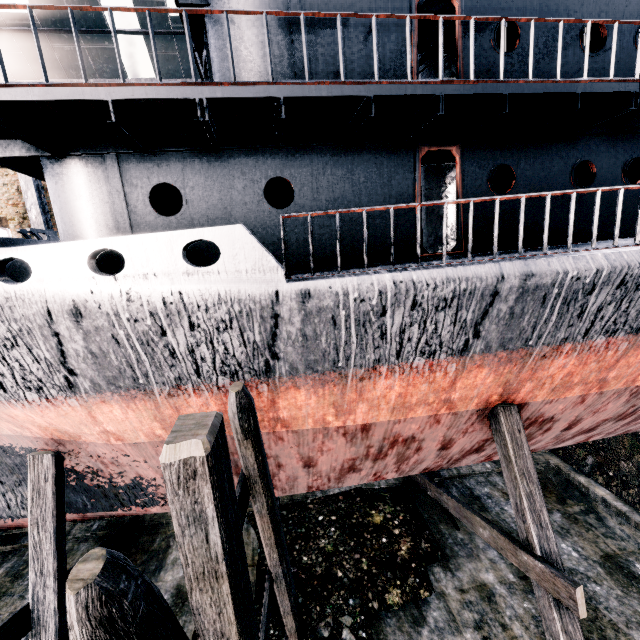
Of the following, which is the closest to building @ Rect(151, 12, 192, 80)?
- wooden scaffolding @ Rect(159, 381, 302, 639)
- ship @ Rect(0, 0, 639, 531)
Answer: wooden scaffolding @ Rect(159, 381, 302, 639)

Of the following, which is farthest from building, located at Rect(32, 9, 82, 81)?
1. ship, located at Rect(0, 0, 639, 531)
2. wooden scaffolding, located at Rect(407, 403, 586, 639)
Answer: wooden scaffolding, located at Rect(407, 403, 586, 639)

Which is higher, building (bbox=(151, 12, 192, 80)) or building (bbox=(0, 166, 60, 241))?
building (bbox=(151, 12, 192, 80))

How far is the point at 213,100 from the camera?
5.3m

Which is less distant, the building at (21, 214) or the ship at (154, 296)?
the ship at (154, 296)

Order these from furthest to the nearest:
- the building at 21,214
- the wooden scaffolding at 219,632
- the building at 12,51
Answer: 1. the building at 21,214
2. the building at 12,51
3. the wooden scaffolding at 219,632

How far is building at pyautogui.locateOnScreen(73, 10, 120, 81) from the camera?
17.95m

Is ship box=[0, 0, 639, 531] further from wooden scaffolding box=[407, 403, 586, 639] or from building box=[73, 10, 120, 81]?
building box=[73, 10, 120, 81]
